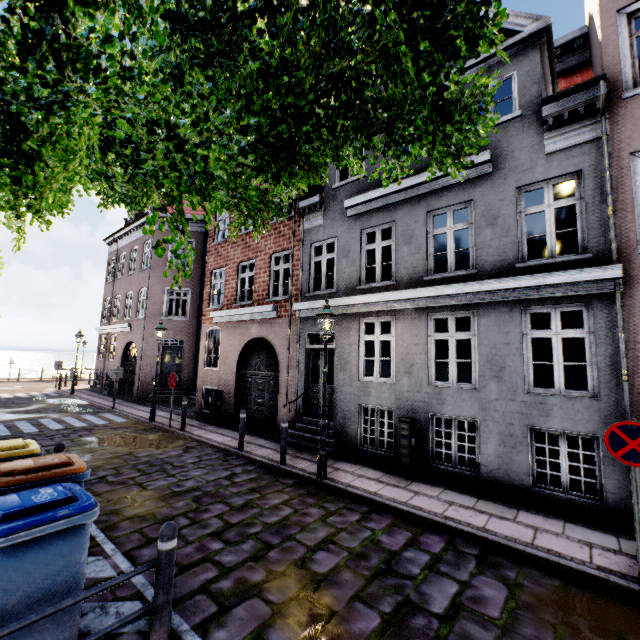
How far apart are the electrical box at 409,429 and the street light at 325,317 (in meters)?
1.76

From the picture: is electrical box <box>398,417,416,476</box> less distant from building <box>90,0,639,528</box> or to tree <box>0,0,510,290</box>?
building <box>90,0,639,528</box>

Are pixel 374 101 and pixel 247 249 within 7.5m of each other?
no

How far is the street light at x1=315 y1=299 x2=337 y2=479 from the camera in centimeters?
704cm

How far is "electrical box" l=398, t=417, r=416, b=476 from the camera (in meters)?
7.40

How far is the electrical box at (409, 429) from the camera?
7.4 meters

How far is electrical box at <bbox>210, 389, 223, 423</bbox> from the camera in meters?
12.5 m

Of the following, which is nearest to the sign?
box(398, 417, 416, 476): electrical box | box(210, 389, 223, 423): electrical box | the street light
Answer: box(398, 417, 416, 476): electrical box
